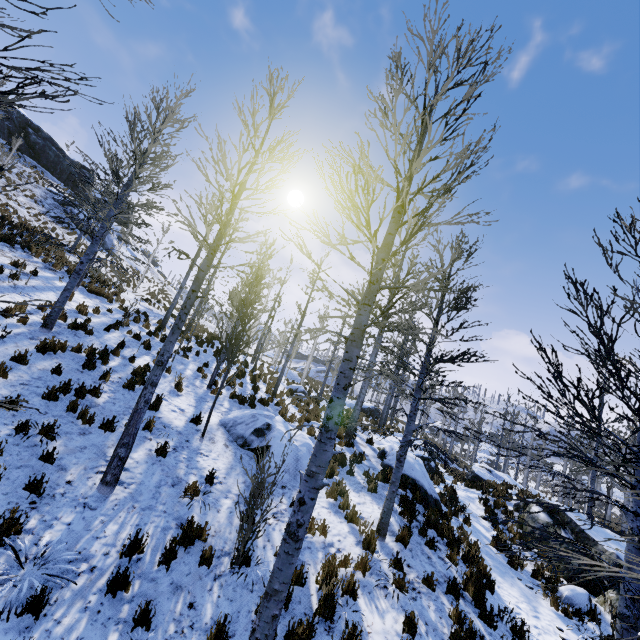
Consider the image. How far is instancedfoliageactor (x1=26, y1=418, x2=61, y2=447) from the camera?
6.1 meters

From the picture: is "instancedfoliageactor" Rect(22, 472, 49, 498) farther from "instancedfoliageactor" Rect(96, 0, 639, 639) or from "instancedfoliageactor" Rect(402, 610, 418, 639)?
"instancedfoliageactor" Rect(402, 610, 418, 639)

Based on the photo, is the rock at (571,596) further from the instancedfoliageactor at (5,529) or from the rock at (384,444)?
the instancedfoliageactor at (5,529)

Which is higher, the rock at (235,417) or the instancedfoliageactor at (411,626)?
the rock at (235,417)

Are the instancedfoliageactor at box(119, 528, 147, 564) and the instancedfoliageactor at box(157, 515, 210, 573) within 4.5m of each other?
yes

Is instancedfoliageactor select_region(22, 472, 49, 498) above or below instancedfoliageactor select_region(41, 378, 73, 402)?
below

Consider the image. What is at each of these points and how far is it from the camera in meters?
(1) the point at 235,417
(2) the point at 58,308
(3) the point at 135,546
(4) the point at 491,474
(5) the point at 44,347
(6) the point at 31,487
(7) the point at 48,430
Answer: (1) rock, 10.5 m
(2) instancedfoliageactor, 9.8 m
(3) instancedfoliageactor, 4.9 m
(4) rock, 19.3 m
(5) instancedfoliageactor, 8.7 m
(6) instancedfoliageactor, 5.2 m
(7) instancedfoliageactor, 6.3 m

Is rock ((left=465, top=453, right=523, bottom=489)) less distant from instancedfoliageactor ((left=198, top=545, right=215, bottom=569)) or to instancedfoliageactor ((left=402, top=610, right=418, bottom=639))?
instancedfoliageactor ((left=402, top=610, right=418, bottom=639))
